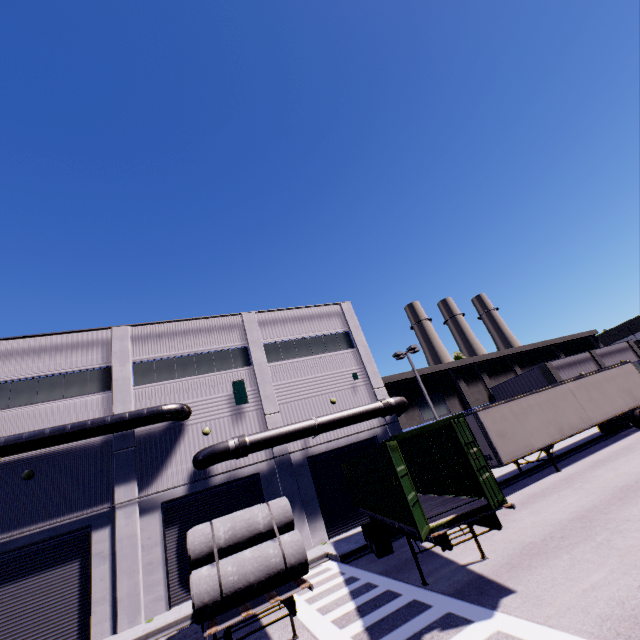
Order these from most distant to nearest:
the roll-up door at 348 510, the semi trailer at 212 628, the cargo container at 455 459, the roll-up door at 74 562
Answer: the roll-up door at 348 510, the roll-up door at 74 562, the cargo container at 455 459, the semi trailer at 212 628

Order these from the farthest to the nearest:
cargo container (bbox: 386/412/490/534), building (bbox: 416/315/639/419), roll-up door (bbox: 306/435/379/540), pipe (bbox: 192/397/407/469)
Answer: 1. building (bbox: 416/315/639/419)
2. roll-up door (bbox: 306/435/379/540)
3. pipe (bbox: 192/397/407/469)
4. cargo container (bbox: 386/412/490/534)

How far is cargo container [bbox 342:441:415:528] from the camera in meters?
8.8 m

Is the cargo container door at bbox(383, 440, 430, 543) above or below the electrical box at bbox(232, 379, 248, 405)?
below

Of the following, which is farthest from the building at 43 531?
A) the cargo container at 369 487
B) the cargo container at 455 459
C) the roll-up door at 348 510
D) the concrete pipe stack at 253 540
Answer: the concrete pipe stack at 253 540

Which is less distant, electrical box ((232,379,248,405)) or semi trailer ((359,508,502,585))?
semi trailer ((359,508,502,585))

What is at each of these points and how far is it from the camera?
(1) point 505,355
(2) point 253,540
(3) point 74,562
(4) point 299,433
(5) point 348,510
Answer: (1) building, 42.81m
(2) concrete pipe stack, 7.20m
(3) roll-up door, 14.48m
(4) pipe, 18.61m
(5) roll-up door, 18.91m

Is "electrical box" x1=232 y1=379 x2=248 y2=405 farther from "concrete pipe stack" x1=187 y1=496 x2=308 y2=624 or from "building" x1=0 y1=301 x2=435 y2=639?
"concrete pipe stack" x1=187 y1=496 x2=308 y2=624
